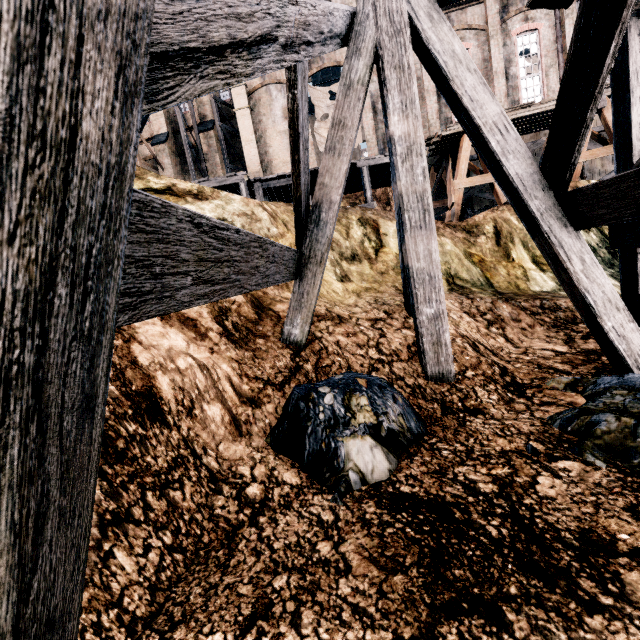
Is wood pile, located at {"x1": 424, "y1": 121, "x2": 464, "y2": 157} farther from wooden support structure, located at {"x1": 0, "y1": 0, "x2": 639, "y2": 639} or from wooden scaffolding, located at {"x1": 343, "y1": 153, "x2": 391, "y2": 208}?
wooden support structure, located at {"x1": 0, "y1": 0, "x2": 639, "y2": 639}

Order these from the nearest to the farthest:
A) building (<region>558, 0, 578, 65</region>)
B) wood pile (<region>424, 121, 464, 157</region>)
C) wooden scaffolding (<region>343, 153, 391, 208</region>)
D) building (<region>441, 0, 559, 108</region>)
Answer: wood pile (<region>424, 121, 464, 157</region>) → wooden scaffolding (<region>343, 153, 391, 208</region>) → building (<region>558, 0, 578, 65</region>) → building (<region>441, 0, 559, 108</region>)

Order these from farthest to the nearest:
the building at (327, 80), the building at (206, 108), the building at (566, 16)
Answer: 1. the building at (206, 108)
2. the building at (327, 80)
3. the building at (566, 16)

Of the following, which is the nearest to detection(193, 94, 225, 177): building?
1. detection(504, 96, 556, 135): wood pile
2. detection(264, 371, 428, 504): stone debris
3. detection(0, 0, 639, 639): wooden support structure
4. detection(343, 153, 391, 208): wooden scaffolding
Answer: detection(343, 153, 391, 208): wooden scaffolding

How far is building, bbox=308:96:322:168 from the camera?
24.0 meters

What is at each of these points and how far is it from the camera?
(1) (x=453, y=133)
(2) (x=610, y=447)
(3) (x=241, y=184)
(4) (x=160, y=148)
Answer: (1) wood pile, 14.30m
(2) stone debris, 3.07m
(3) wooden scaffolding, 14.84m
(4) building, 28.50m

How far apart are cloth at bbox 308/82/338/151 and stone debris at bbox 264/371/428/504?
23.2 meters

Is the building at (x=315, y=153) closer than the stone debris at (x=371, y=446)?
No
